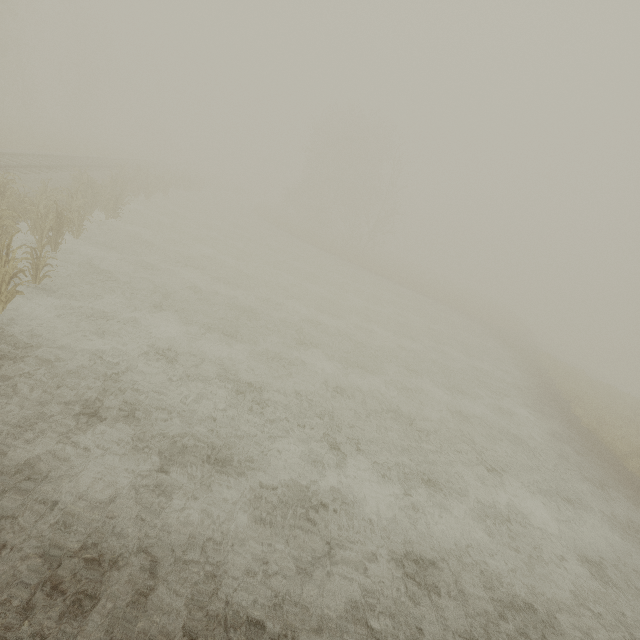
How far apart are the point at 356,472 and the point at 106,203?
16.88m

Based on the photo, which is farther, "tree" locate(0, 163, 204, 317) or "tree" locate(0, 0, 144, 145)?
"tree" locate(0, 0, 144, 145)

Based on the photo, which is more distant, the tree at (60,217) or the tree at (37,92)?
the tree at (37,92)

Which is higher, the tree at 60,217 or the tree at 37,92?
the tree at 37,92

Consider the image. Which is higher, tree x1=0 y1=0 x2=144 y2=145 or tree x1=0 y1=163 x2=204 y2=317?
tree x1=0 y1=0 x2=144 y2=145
